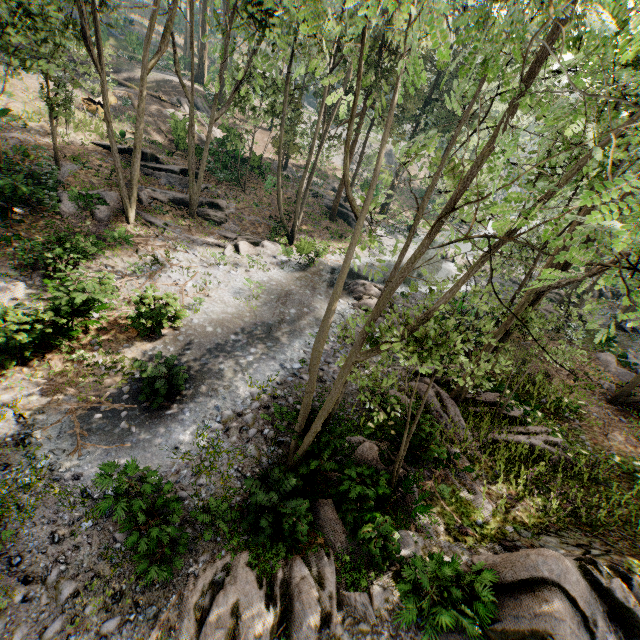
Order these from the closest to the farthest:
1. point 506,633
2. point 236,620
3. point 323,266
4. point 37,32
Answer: point 506,633 < point 236,620 < point 37,32 < point 323,266

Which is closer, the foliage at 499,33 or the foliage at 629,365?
the foliage at 499,33

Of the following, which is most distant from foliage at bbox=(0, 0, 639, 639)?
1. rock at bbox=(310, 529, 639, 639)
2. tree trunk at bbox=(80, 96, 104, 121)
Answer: tree trunk at bbox=(80, 96, 104, 121)

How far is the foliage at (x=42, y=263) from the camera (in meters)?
11.09

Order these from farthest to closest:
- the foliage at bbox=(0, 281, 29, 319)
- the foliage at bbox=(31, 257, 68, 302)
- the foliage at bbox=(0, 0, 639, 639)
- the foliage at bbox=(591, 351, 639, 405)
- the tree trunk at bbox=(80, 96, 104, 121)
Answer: the tree trunk at bbox=(80, 96, 104, 121)
the foliage at bbox=(591, 351, 639, 405)
the foliage at bbox=(31, 257, 68, 302)
the foliage at bbox=(0, 281, 29, 319)
the foliage at bbox=(0, 0, 639, 639)

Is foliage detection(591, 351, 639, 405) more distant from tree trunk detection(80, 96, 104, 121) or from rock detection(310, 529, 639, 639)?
tree trunk detection(80, 96, 104, 121)

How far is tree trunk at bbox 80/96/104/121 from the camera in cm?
2414
